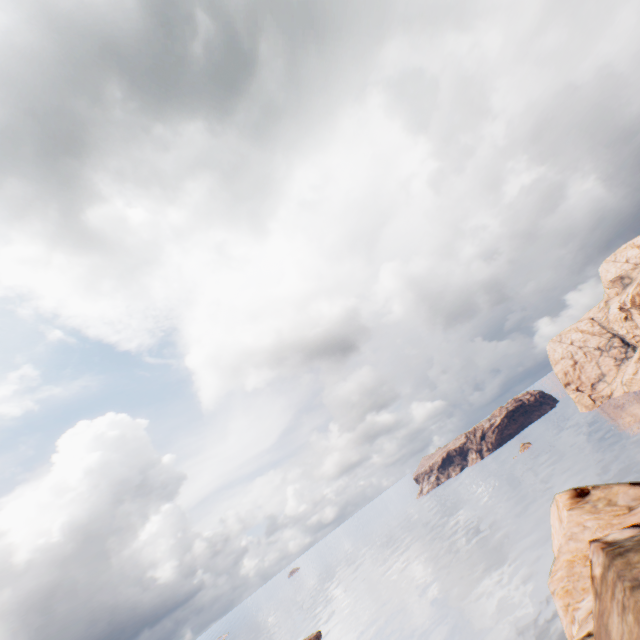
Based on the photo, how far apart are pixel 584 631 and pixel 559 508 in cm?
1402
